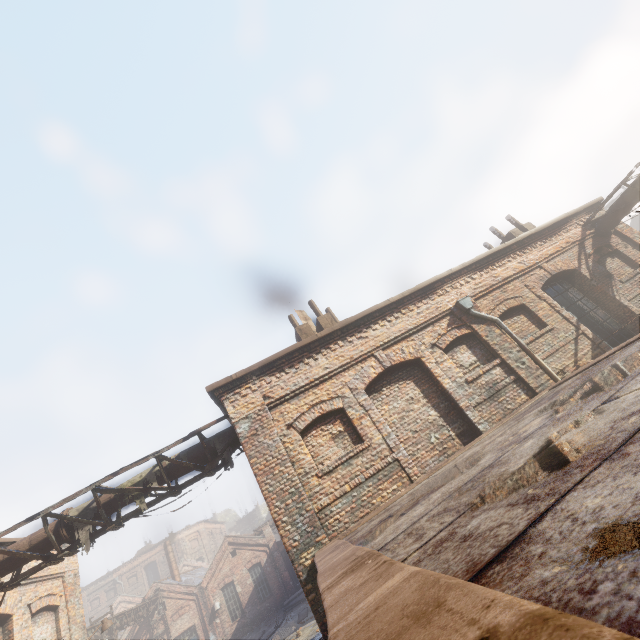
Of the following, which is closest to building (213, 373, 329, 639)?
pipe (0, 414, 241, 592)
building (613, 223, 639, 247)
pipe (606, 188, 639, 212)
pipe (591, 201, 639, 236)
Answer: pipe (0, 414, 241, 592)

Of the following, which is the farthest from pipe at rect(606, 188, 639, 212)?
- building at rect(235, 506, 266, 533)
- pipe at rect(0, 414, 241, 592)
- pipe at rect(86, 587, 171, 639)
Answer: building at rect(235, 506, 266, 533)

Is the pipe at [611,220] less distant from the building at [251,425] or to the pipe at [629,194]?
the pipe at [629,194]

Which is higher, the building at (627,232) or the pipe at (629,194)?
the pipe at (629,194)

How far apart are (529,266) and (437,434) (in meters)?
6.86

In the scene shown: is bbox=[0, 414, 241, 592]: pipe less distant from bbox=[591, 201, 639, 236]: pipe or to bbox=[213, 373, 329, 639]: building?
bbox=[213, 373, 329, 639]: building

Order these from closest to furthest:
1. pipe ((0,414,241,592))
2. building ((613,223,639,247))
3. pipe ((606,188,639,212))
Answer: pipe ((0,414,241,592)) → pipe ((606,188,639,212)) → building ((613,223,639,247))

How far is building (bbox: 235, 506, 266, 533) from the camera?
58.8m
